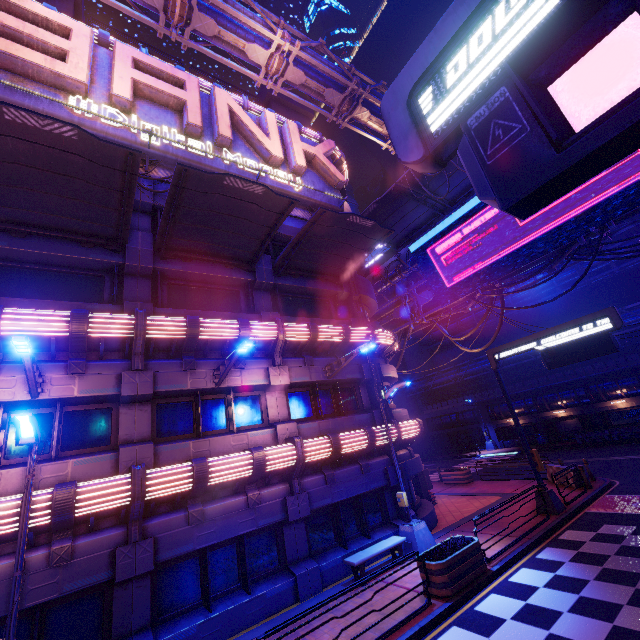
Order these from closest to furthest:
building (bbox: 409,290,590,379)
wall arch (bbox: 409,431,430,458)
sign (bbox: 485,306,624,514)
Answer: sign (bbox: 485,306,624,514) → building (bbox: 409,290,590,379) → wall arch (bbox: 409,431,430,458)

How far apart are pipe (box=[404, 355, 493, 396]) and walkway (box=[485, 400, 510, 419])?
2.78m

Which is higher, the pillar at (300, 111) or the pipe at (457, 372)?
the pillar at (300, 111)

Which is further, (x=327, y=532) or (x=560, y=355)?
(x=560, y=355)

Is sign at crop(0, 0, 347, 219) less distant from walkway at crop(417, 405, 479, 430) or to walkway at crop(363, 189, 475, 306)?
walkway at crop(363, 189, 475, 306)

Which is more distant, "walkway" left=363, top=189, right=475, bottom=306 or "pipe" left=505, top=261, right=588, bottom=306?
"pipe" left=505, top=261, right=588, bottom=306

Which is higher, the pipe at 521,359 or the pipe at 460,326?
the pipe at 460,326

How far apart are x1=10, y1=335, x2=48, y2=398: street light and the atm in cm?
1792
